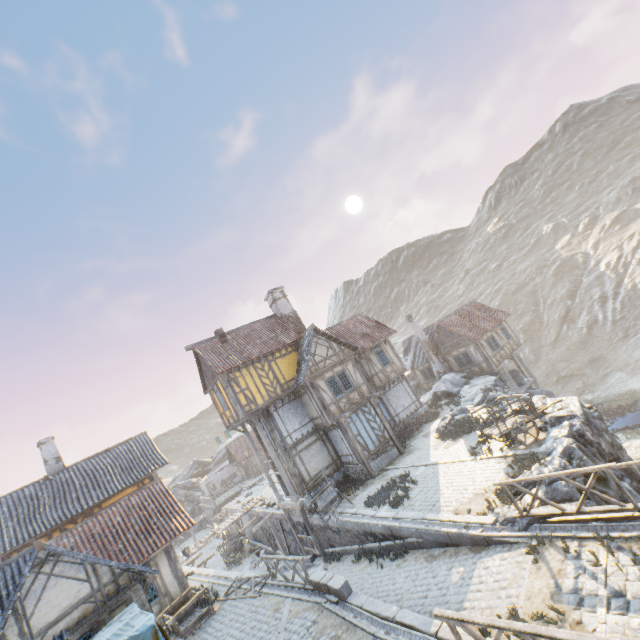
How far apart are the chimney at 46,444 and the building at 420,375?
30.7m

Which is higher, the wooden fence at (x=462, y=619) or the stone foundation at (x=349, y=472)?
the wooden fence at (x=462, y=619)

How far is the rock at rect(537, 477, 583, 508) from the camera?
9.0m

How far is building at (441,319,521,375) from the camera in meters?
28.3

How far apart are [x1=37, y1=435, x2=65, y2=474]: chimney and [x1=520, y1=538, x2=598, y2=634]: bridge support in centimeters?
2553cm

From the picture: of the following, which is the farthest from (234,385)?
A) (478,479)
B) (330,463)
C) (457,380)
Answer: (457,380)

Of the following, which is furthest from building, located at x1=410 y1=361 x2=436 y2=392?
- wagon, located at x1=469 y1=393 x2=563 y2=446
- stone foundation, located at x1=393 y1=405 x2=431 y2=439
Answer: wagon, located at x1=469 y1=393 x2=563 y2=446

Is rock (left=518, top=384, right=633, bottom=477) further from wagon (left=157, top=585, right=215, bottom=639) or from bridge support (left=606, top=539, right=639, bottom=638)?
wagon (left=157, top=585, right=215, bottom=639)
